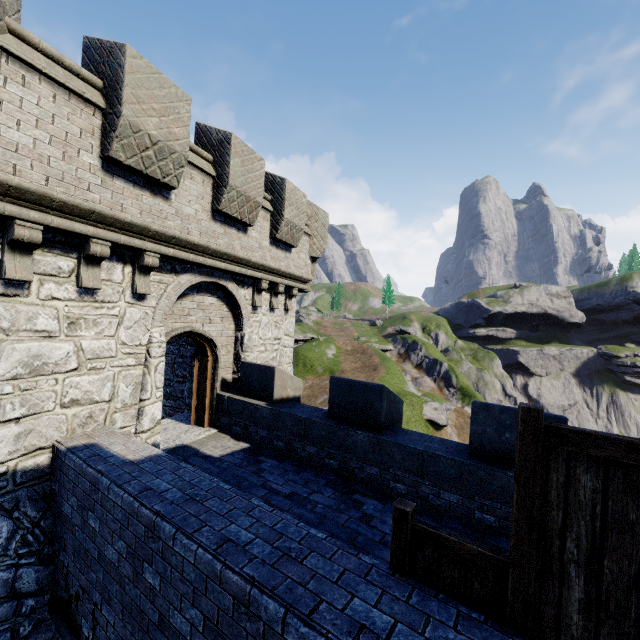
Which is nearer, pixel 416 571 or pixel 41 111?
pixel 416 571
